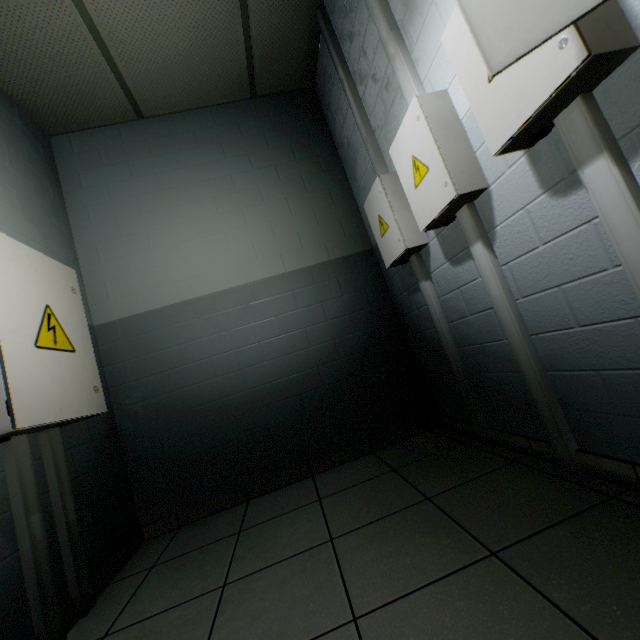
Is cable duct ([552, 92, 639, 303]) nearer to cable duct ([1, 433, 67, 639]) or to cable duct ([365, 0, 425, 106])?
cable duct ([365, 0, 425, 106])

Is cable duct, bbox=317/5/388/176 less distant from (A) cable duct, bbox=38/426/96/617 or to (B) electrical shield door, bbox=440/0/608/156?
(B) electrical shield door, bbox=440/0/608/156

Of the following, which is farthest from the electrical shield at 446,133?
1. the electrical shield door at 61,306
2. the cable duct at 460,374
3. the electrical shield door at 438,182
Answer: the electrical shield door at 61,306

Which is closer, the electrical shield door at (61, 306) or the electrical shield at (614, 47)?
the electrical shield at (614, 47)

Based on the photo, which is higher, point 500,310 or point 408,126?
point 408,126

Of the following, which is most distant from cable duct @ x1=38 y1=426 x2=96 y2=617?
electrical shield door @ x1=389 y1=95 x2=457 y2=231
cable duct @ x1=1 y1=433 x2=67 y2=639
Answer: electrical shield door @ x1=389 y1=95 x2=457 y2=231

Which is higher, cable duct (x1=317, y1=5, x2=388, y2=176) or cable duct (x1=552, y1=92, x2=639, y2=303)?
cable duct (x1=317, y1=5, x2=388, y2=176)

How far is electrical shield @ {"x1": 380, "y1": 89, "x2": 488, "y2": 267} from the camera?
1.4m
